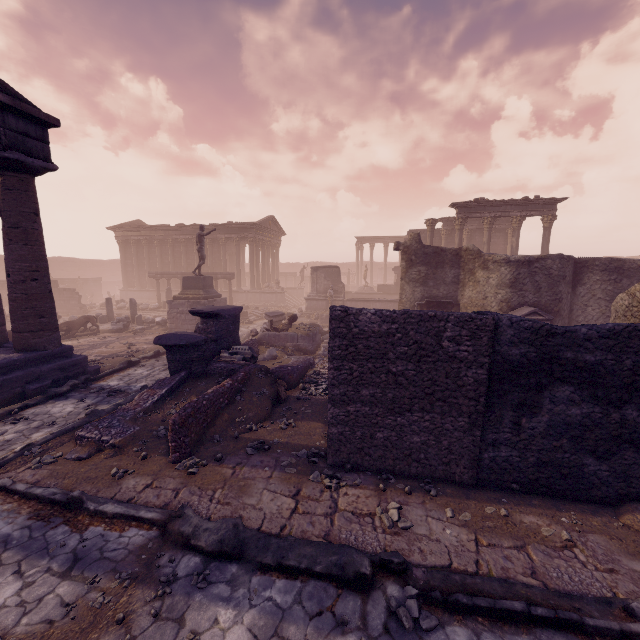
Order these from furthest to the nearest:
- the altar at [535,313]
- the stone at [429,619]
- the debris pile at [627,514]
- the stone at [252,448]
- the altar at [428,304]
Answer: the altar at [428,304] < the altar at [535,313] < the stone at [252,448] < the debris pile at [627,514] < the stone at [429,619]

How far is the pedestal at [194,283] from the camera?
17.2 meters

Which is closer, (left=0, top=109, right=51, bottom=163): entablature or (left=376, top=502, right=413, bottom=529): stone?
(left=376, top=502, right=413, bottom=529): stone

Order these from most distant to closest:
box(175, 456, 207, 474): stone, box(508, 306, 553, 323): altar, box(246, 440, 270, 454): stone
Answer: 1. box(508, 306, 553, 323): altar
2. box(246, 440, 270, 454): stone
3. box(175, 456, 207, 474): stone

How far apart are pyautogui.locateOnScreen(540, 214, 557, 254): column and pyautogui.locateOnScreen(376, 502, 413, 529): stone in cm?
2112

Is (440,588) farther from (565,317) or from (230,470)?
(565,317)

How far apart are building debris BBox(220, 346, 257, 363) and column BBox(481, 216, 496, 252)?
17.2m

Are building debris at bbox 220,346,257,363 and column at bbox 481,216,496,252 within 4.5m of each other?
no
